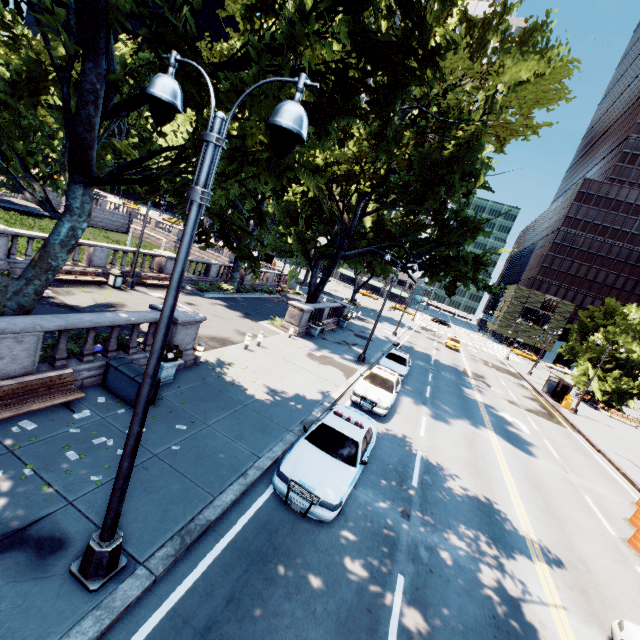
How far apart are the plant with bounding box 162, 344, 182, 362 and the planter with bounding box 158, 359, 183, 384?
0.0 meters

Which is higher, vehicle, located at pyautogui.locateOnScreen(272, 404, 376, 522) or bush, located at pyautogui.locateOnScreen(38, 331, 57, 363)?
vehicle, located at pyautogui.locateOnScreen(272, 404, 376, 522)

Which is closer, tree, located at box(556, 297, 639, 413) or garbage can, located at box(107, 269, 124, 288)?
garbage can, located at box(107, 269, 124, 288)

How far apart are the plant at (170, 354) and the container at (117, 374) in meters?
0.7 m

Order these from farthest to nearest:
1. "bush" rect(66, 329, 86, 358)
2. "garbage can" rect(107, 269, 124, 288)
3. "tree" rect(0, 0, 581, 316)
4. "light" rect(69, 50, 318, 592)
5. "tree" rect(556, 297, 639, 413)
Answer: "tree" rect(556, 297, 639, 413) → "garbage can" rect(107, 269, 124, 288) → "bush" rect(66, 329, 86, 358) → "tree" rect(0, 0, 581, 316) → "light" rect(69, 50, 318, 592)

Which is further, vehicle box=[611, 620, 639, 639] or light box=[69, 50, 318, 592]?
vehicle box=[611, 620, 639, 639]

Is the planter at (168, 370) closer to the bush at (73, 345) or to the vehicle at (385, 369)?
the bush at (73, 345)

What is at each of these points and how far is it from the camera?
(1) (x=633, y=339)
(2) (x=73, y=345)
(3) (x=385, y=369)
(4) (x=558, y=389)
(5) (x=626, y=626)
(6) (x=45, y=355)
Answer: (1) tree, 37.41m
(2) bush, 10.17m
(3) vehicle, 17.20m
(4) bus stop, 34.81m
(5) vehicle, 7.02m
(6) bush, 9.78m
